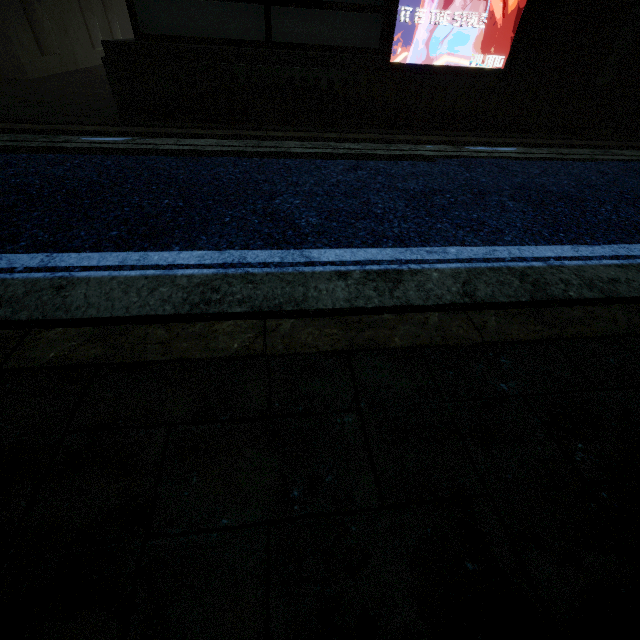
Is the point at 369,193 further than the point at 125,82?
No
